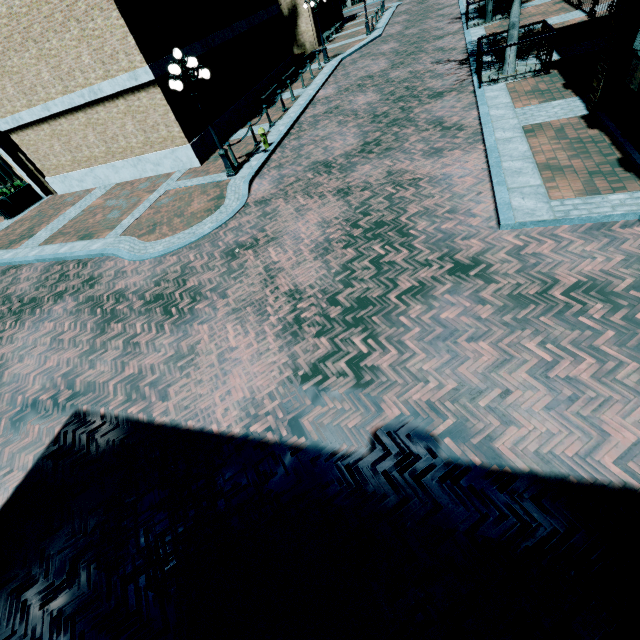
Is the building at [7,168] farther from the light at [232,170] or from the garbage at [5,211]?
the light at [232,170]

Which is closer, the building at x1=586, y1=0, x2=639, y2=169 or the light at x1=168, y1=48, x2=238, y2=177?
the building at x1=586, y1=0, x2=639, y2=169

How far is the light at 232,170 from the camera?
9.3m

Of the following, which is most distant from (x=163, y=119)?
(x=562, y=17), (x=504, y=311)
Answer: (x=562, y=17)

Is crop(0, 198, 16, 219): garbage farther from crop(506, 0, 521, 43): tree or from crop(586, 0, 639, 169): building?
crop(506, 0, 521, 43): tree

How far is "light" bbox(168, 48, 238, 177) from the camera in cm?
926

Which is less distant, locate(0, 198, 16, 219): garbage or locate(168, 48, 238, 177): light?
locate(168, 48, 238, 177): light

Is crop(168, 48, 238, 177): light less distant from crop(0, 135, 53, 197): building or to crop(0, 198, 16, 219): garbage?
crop(0, 135, 53, 197): building
